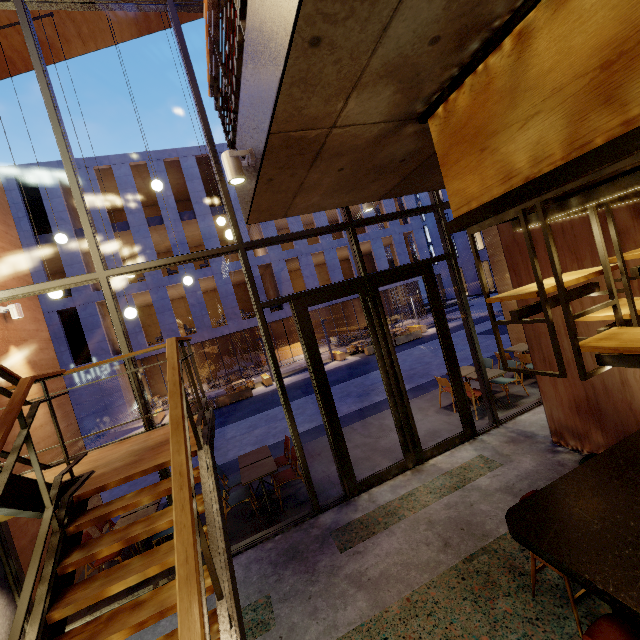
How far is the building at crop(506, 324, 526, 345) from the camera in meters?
10.0

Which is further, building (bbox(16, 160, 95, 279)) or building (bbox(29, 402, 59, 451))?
building (bbox(16, 160, 95, 279))

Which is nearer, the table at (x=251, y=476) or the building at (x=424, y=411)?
the table at (x=251, y=476)

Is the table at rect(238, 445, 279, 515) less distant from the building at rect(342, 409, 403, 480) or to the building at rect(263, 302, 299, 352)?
the building at rect(342, 409, 403, 480)

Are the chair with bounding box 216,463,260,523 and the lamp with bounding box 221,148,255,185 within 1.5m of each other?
no

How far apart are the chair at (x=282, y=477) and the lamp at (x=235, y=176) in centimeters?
475cm

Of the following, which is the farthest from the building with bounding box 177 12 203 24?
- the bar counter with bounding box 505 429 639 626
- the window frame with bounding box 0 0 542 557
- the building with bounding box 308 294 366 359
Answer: the building with bounding box 308 294 366 359

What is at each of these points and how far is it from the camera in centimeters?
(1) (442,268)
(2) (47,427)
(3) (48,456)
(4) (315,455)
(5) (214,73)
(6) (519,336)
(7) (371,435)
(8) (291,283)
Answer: (1) building, 4212cm
(2) building, 580cm
(3) building, 558cm
(4) building, 751cm
(5) railing, 353cm
(6) building, 1017cm
(7) building, 773cm
(8) building, 2286cm
